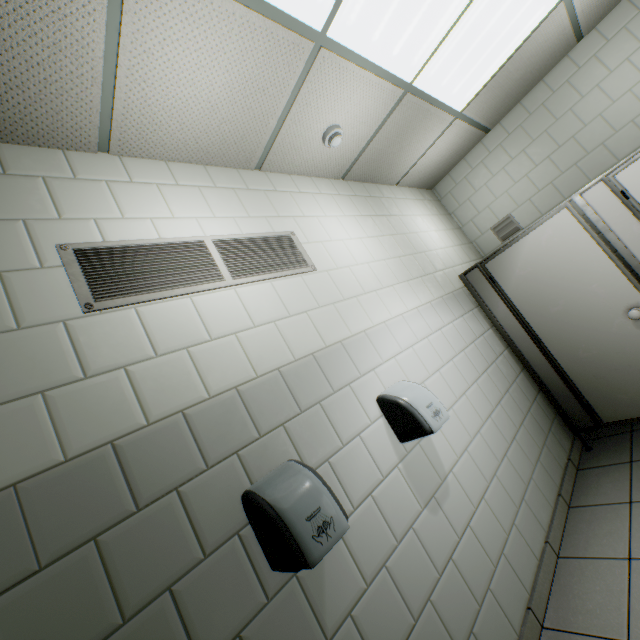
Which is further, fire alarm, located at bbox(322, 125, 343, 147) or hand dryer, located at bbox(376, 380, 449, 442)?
fire alarm, located at bbox(322, 125, 343, 147)

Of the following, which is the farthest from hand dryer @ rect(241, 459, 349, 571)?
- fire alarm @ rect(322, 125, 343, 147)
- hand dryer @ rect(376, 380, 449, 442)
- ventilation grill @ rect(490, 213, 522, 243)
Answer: ventilation grill @ rect(490, 213, 522, 243)

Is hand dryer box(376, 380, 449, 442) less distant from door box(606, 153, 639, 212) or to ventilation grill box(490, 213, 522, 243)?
door box(606, 153, 639, 212)

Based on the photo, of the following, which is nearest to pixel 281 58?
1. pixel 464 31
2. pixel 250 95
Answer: pixel 250 95

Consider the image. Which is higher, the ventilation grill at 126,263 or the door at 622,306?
the ventilation grill at 126,263

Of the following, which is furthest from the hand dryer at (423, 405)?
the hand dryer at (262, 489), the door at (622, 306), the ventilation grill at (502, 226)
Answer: the ventilation grill at (502, 226)

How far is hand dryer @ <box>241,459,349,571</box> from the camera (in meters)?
1.08

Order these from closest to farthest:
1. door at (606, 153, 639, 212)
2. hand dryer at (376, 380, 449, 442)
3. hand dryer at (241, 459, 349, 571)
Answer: hand dryer at (241, 459, 349, 571) < hand dryer at (376, 380, 449, 442) < door at (606, 153, 639, 212)
